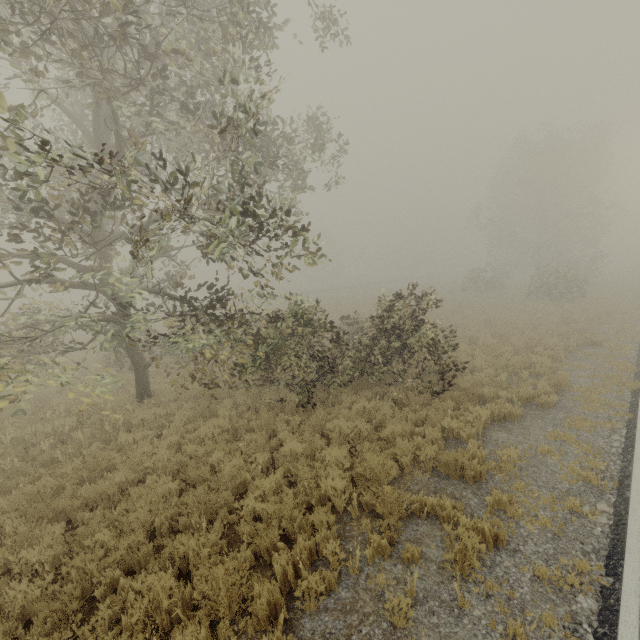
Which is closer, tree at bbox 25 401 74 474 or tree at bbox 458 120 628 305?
tree at bbox 25 401 74 474

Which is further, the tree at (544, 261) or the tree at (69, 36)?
the tree at (544, 261)

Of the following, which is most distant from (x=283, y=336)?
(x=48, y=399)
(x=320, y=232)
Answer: (x=48, y=399)

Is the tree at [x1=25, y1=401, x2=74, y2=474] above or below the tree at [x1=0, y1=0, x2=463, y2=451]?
below

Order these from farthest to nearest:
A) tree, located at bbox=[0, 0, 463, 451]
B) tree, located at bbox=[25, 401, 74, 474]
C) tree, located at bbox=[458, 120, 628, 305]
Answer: tree, located at bbox=[458, 120, 628, 305] → tree, located at bbox=[25, 401, 74, 474] → tree, located at bbox=[0, 0, 463, 451]

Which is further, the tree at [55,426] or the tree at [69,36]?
the tree at [55,426]

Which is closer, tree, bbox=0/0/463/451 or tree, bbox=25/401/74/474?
tree, bbox=0/0/463/451
